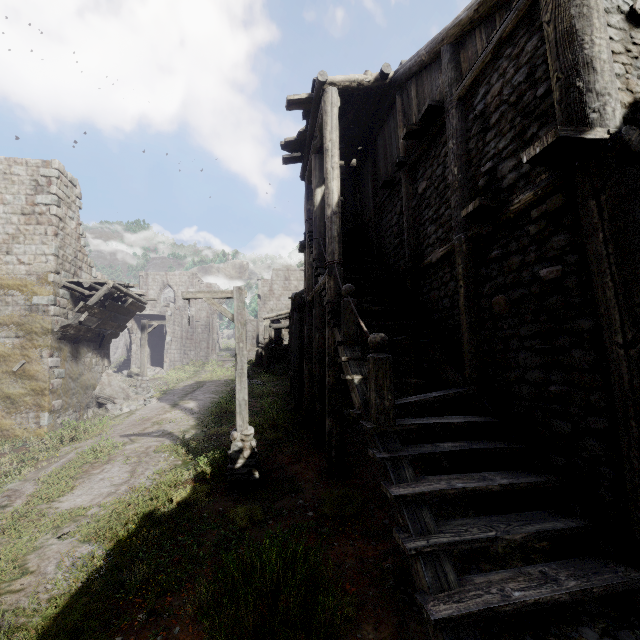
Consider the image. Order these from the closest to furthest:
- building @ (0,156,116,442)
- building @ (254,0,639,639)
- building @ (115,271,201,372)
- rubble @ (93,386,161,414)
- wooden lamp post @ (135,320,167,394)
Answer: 1. building @ (254,0,639,639)
2. building @ (0,156,116,442)
3. rubble @ (93,386,161,414)
4. wooden lamp post @ (135,320,167,394)
5. building @ (115,271,201,372)

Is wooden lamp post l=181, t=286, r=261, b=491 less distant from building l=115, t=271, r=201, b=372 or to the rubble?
building l=115, t=271, r=201, b=372

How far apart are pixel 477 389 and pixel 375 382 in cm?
202

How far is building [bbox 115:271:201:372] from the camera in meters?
31.3

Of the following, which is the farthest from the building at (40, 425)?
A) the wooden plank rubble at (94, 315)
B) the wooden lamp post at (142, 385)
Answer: the wooden lamp post at (142, 385)

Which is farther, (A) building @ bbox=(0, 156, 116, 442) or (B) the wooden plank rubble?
(B) the wooden plank rubble

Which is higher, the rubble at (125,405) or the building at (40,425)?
the building at (40,425)

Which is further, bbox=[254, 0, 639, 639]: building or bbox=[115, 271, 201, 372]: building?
bbox=[115, 271, 201, 372]: building
